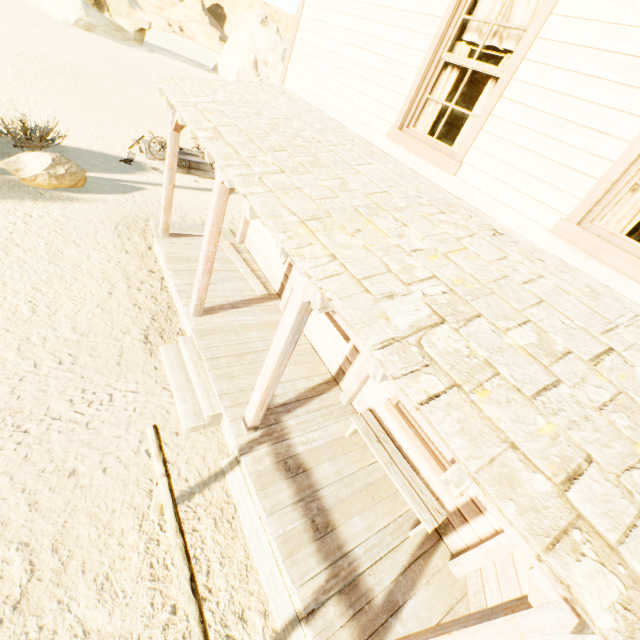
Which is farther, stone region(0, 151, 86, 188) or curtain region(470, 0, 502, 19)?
stone region(0, 151, 86, 188)

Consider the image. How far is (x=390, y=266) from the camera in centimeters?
250cm

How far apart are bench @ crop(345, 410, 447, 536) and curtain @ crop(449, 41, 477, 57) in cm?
364

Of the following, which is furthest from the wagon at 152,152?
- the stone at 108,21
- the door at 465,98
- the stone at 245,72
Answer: the stone at 245,72

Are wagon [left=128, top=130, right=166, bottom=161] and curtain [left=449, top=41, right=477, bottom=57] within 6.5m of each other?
no

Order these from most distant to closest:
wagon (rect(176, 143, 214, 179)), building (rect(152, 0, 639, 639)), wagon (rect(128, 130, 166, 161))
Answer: wagon (rect(176, 143, 214, 179)) < wagon (rect(128, 130, 166, 161)) < building (rect(152, 0, 639, 639))

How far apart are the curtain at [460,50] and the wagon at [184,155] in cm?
909

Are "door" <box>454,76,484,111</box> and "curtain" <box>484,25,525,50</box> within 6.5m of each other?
yes
